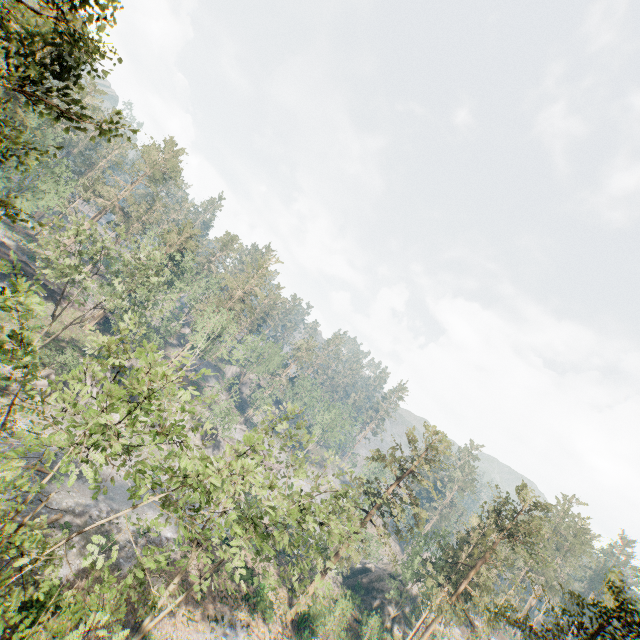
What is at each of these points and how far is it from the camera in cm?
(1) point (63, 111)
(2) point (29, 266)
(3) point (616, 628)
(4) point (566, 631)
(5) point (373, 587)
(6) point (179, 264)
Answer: (1) foliage, 1255
(2) ground embankment, 5022
(3) foliage, 1471
(4) foliage, 1538
(5) rock, 5081
(6) foliage, 5019

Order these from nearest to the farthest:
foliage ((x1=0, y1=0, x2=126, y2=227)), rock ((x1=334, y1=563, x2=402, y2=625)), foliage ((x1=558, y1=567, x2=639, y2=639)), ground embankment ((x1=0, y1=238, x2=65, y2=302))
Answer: foliage ((x1=0, y1=0, x2=126, y2=227)), foliage ((x1=558, y1=567, x2=639, y2=639)), ground embankment ((x1=0, y1=238, x2=65, y2=302)), rock ((x1=334, y1=563, x2=402, y2=625))

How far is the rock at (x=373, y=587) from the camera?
48.5m

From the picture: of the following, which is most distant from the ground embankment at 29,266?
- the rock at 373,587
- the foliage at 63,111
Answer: the rock at 373,587

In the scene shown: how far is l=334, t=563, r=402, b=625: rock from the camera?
48.45m

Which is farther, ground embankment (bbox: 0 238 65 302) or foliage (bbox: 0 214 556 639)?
ground embankment (bbox: 0 238 65 302)

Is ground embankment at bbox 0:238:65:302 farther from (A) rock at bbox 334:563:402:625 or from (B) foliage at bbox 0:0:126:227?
(A) rock at bbox 334:563:402:625

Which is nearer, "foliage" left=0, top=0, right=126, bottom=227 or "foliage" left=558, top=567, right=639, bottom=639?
"foliage" left=0, top=0, right=126, bottom=227
